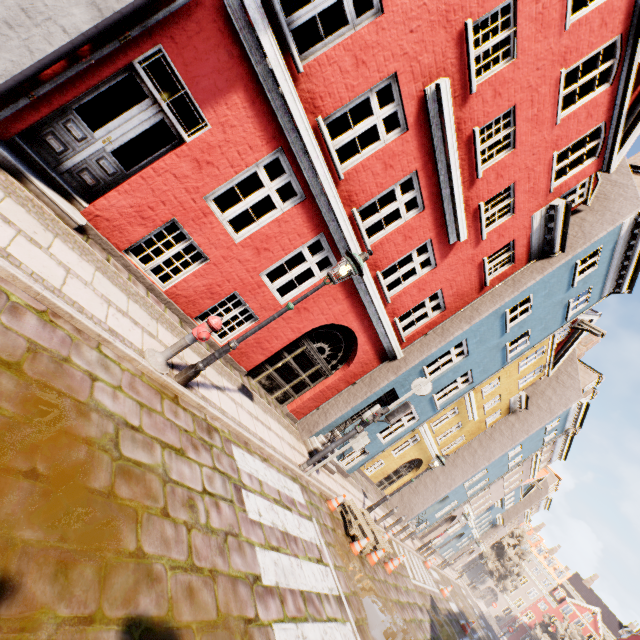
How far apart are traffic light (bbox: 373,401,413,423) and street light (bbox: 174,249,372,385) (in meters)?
4.37

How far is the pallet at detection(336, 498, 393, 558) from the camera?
9.0 meters

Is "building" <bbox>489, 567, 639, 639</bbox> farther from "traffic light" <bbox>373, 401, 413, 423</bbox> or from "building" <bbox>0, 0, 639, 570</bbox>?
"traffic light" <bbox>373, 401, 413, 423</bbox>

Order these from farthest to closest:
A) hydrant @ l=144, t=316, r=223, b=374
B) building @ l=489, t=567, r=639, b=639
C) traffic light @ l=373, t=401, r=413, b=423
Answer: building @ l=489, t=567, r=639, b=639, traffic light @ l=373, t=401, r=413, b=423, hydrant @ l=144, t=316, r=223, b=374

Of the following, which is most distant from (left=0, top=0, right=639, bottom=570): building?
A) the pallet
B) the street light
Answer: the street light

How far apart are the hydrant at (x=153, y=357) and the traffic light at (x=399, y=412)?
5.1 meters

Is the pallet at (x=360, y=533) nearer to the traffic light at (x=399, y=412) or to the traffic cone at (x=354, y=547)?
the traffic cone at (x=354, y=547)

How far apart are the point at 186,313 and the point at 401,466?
17.41m
